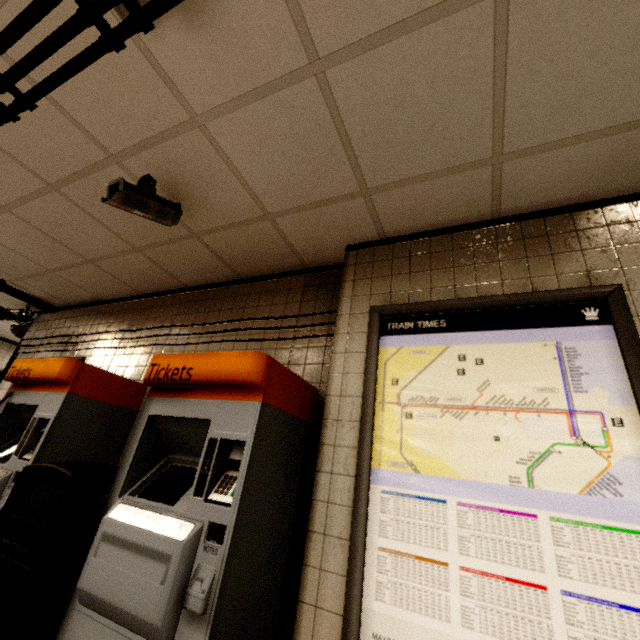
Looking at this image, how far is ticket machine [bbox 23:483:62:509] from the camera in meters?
2.2

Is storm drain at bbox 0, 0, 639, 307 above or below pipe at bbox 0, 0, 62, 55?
above

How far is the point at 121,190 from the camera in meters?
2.0

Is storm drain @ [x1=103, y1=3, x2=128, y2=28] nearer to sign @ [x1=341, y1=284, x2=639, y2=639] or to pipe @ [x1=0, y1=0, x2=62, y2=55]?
pipe @ [x1=0, y1=0, x2=62, y2=55]

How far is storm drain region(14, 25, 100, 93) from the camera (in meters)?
1.50

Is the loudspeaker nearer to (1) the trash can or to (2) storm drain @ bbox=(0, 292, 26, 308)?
(2) storm drain @ bbox=(0, 292, 26, 308)

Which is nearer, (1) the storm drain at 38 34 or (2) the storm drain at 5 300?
(1) the storm drain at 38 34

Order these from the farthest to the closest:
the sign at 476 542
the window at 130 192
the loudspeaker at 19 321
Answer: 1. the loudspeaker at 19 321
2. the window at 130 192
3. the sign at 476 542
